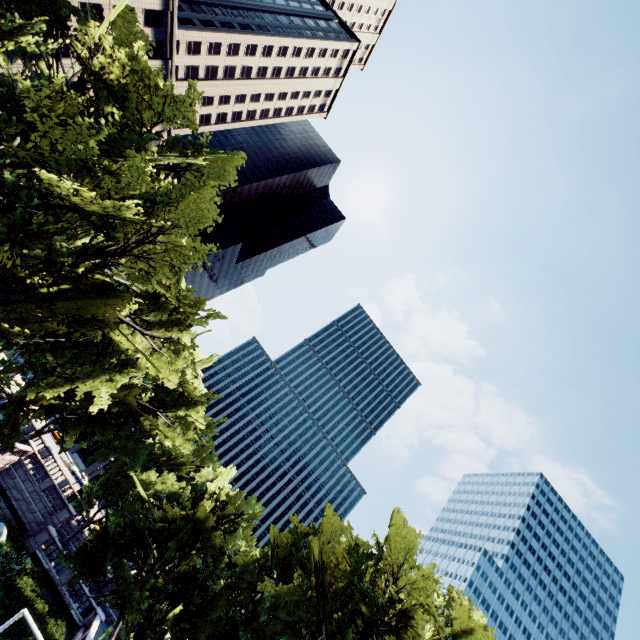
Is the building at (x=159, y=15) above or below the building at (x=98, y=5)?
above

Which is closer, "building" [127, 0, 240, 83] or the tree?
the tree

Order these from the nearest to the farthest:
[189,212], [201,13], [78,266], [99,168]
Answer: [78,266]
[189,212]
[99,168]
[201,13]

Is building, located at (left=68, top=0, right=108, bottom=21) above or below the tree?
above

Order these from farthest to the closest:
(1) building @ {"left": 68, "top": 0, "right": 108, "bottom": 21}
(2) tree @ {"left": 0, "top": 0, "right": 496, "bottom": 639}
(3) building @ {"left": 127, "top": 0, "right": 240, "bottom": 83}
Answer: (3) building @ {"left": 127, "top": 0, "right": 240, "bottom": 83}, (1) building @ {"left": 68, "top": 0, "right": 108, "bottom": 21}, (2) tree @ {"left": 0, "top": 0, "right": 496, "bottom": 639}

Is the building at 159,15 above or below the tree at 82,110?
above

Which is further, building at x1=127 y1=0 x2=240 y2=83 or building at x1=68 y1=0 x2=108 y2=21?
building at x1=127 y1=0 x2=240 y2=83
